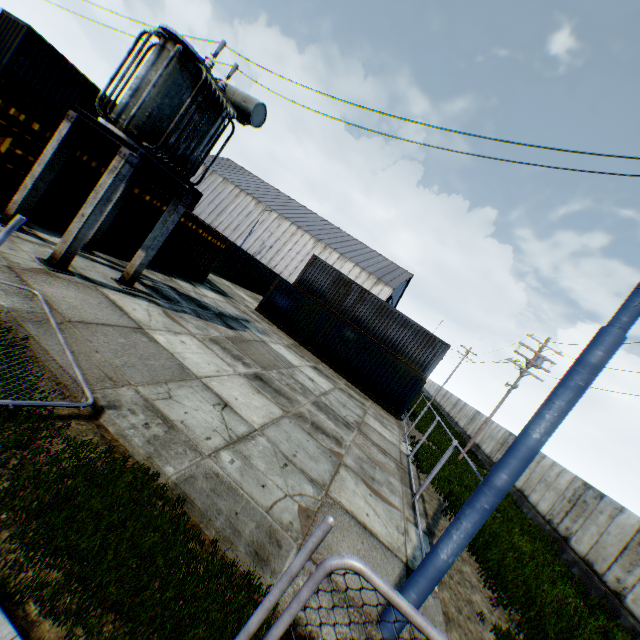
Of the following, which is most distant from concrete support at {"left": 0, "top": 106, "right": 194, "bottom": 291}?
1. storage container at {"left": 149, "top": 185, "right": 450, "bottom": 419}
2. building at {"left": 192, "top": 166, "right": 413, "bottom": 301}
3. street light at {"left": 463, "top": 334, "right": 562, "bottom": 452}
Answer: building at {"left": 192, "top": 166, "right": 413, "bottom": 301}

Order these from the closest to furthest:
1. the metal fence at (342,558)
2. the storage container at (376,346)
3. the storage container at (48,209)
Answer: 1. the metal fence at (342,558)
2. the storage container at (48,209)
3. the storage container at (376,346)

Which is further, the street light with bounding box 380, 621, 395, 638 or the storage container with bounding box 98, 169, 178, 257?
the storage container with bounding box 98, 169, 178, 257

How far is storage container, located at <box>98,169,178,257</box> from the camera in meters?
12.4 m

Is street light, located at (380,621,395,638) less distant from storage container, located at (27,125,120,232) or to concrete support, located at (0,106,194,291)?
concrete support, located at (0,106,194,291)

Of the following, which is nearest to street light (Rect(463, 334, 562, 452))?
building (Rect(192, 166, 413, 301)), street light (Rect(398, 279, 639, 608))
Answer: building (Rect(192, 166, 413, 301))

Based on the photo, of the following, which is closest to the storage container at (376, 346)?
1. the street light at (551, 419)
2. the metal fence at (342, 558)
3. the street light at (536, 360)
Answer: the street light at (536, 360)

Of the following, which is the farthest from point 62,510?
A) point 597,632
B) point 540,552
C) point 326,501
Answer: point 540,552
